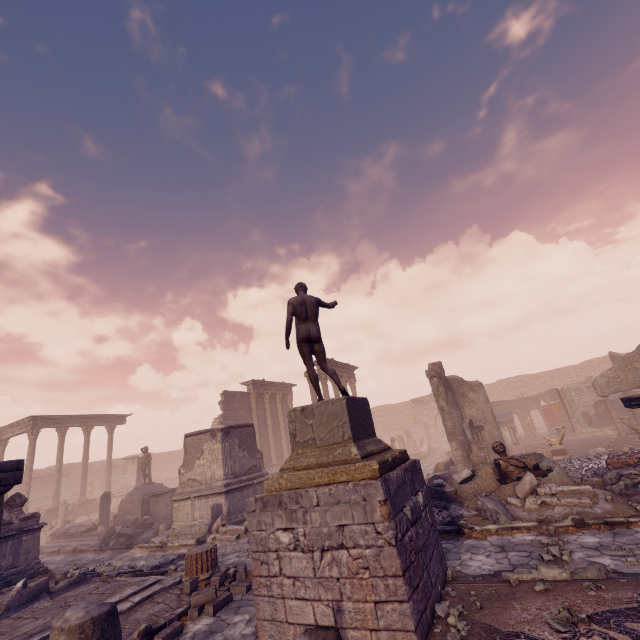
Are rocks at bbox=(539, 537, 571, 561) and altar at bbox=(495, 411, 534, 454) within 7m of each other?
no

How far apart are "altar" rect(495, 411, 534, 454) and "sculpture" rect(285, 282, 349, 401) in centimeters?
1453cm

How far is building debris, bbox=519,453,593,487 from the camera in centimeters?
801cm

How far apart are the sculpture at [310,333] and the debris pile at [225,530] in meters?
6.7 m

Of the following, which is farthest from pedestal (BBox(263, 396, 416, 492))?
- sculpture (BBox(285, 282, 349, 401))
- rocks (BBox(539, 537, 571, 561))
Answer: rocks (BBox(539, 537, 571, 561))

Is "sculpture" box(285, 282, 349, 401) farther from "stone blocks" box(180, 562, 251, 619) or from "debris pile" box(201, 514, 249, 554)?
"debris pile" box(201, 514, 249, 554)

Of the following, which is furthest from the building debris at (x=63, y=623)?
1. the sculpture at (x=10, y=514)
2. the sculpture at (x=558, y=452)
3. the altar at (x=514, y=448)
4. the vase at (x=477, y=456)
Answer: the altar at (x=514, y=448)

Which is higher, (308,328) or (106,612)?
(308,328)
